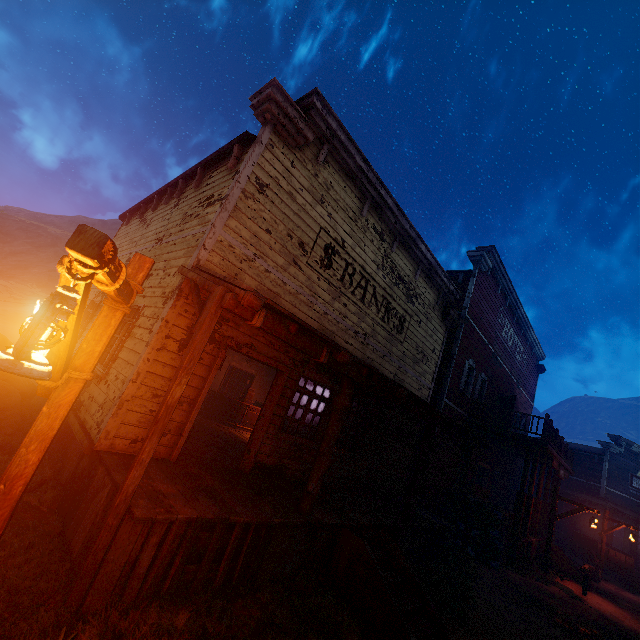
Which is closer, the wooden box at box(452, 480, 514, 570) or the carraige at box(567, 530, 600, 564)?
the wooden box at box(452, 480, 514, 570)

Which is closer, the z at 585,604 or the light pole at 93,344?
the light pole at 93,344

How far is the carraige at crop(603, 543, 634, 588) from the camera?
16.81m

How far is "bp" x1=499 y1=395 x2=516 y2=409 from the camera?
16.97m

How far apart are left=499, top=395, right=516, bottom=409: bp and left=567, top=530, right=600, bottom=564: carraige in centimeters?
816cm

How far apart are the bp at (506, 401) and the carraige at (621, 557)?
8.2m

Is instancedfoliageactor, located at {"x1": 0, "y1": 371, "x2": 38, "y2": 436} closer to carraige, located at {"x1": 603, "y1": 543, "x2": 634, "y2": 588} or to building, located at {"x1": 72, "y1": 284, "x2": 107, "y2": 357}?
building, located at {"x1": 72, "y1": 284, "x2": 107, "y2": 357}

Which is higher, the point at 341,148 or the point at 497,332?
the point at 497,332
